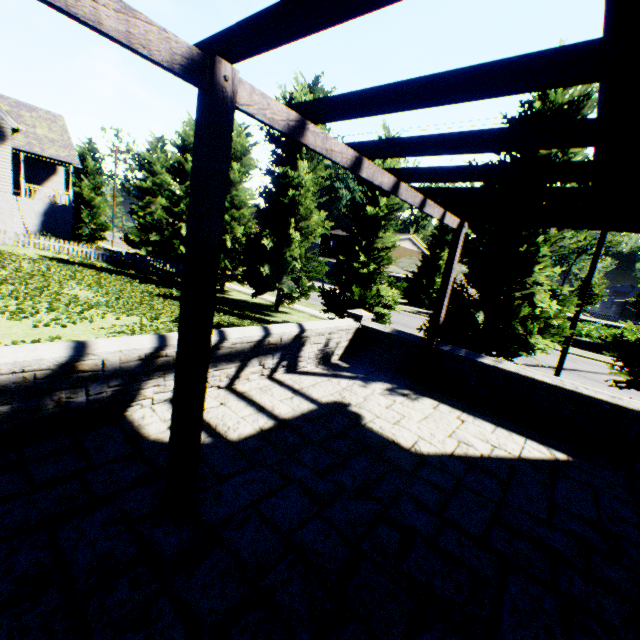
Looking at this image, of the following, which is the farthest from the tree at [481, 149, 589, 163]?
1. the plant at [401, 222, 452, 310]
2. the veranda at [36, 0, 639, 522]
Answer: the veranda at [36, 0, 639, 522]

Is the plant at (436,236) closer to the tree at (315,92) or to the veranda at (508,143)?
the tree at (315,92)

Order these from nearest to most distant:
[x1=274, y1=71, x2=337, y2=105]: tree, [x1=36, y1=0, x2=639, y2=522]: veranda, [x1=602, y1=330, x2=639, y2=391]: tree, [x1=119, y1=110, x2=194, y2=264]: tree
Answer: [x1=36, y1=0, x2=639, y2=522]: veranda < [x1=602, y1=330, x2=639, y2=391]: tree < [x1=274, y1=71, x2=337, y2=105]: tree < [x1=119, y1=110, x2=194, y2=264]: tree

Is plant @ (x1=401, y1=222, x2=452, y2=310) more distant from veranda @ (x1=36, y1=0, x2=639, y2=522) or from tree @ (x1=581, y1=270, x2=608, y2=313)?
veranda @ (x1=36, y1=0, x2=639, y2=522)

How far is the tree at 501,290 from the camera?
9.8m

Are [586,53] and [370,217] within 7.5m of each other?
no
